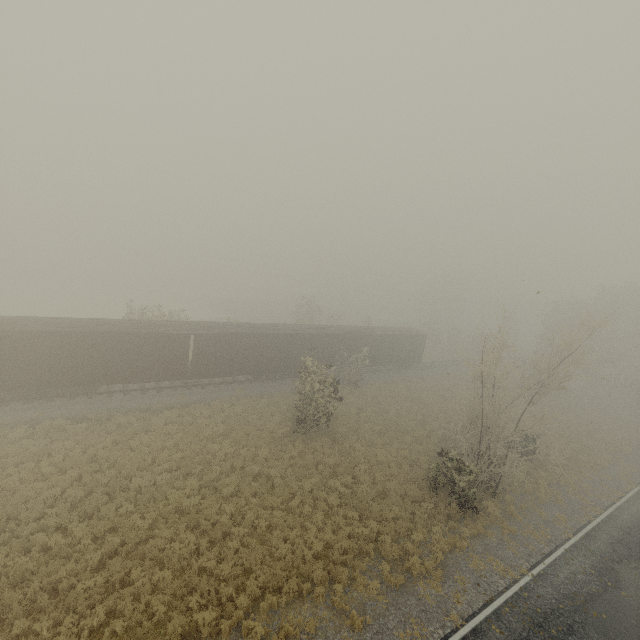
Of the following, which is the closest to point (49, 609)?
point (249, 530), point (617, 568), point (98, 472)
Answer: point (98, 472)
